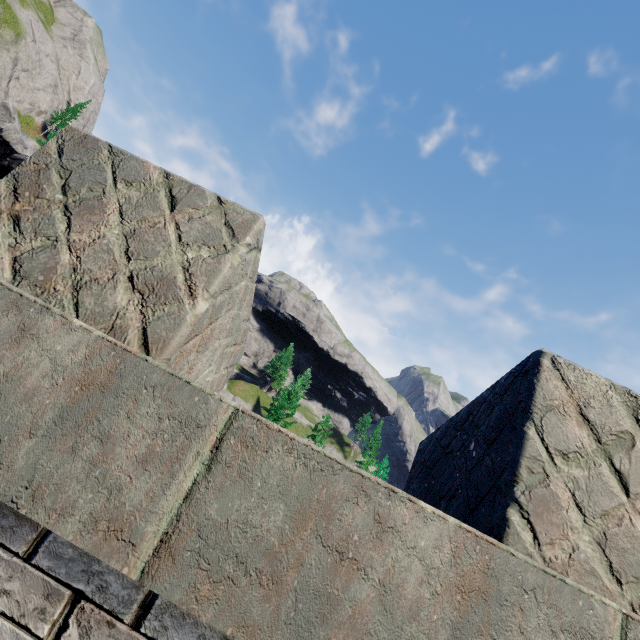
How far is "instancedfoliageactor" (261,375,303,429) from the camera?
47.34m

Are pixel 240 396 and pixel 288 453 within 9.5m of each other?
no

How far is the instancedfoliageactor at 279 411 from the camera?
47.3m
